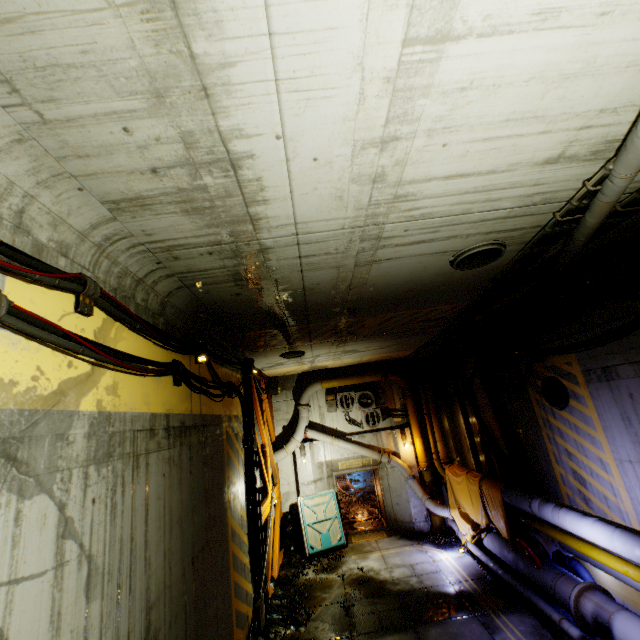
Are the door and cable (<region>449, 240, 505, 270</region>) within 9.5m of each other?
no

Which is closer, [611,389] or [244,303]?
[244,303]

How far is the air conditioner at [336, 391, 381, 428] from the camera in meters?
14.1 m

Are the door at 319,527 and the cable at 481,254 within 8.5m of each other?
no

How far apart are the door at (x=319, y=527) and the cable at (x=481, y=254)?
11.40m

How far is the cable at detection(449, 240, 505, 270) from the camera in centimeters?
481cm

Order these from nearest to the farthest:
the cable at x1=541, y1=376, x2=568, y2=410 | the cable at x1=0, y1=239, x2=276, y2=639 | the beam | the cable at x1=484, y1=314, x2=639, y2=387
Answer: the cable at x1=0, y1=239, x2=276, y2=639 → the cable at x1=484, y1=314, x2=639, y2=387 → the cable at x1=541, y1=376, x2=568, y2=410 → the beam

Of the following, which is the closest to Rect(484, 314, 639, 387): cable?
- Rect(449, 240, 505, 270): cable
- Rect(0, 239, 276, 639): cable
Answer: Rect(449, 240, 505, 270): cable
